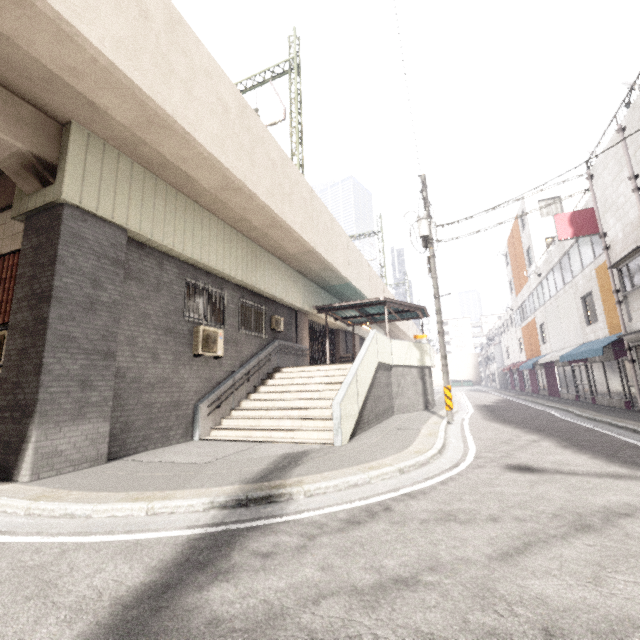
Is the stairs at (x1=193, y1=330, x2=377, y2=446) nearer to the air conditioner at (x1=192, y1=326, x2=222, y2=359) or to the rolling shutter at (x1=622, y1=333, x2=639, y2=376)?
the air conditioner at (x1=192, y1=326, x2=222, y2=359)

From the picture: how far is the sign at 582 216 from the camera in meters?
11.9 m

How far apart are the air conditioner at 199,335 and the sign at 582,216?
12.84m

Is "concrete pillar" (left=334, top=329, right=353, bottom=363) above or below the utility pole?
below

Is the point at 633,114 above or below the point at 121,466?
above

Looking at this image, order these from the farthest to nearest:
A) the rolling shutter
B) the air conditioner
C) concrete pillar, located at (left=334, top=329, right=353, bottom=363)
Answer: concrete pillar, located at (left=334, top=329, right=353, bottom=363), the rolling shutter, the air conditioner

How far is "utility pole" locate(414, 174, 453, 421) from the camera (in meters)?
11.20

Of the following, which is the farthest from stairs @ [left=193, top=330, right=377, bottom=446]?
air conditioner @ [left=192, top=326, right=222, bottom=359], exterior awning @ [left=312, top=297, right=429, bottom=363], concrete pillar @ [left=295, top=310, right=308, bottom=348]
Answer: exterior awning @ [left=312, top=297, right=429, bottom=363]
